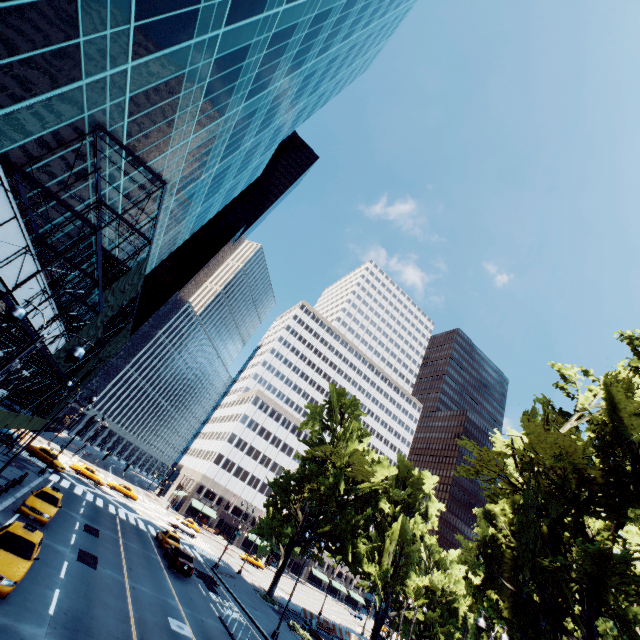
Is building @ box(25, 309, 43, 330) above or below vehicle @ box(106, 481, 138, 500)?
above

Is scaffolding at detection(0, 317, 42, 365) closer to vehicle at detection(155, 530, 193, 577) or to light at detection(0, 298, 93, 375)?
light at detection(0, 298, 93, 375)

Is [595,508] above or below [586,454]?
below

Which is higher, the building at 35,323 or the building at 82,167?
the building at 82,167

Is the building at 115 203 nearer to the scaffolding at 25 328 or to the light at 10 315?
the scaffolding at 25 328

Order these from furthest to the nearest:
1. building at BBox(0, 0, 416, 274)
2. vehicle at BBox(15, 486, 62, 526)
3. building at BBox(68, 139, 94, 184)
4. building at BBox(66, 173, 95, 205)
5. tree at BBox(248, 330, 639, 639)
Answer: vehicle at BBox(15, 486, 62, 526)
building at BBox(66, 173, 95, 205)
tree at BBox(248, 330, 639, 639)
building at BBox(68, 139, 94, 184)
building at BBox(0, 0, 416, 274)

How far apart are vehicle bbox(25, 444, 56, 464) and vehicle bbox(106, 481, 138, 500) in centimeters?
1241cm

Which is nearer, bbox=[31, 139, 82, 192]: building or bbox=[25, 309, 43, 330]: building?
bbox=[31, 139, 82, 192]: building
